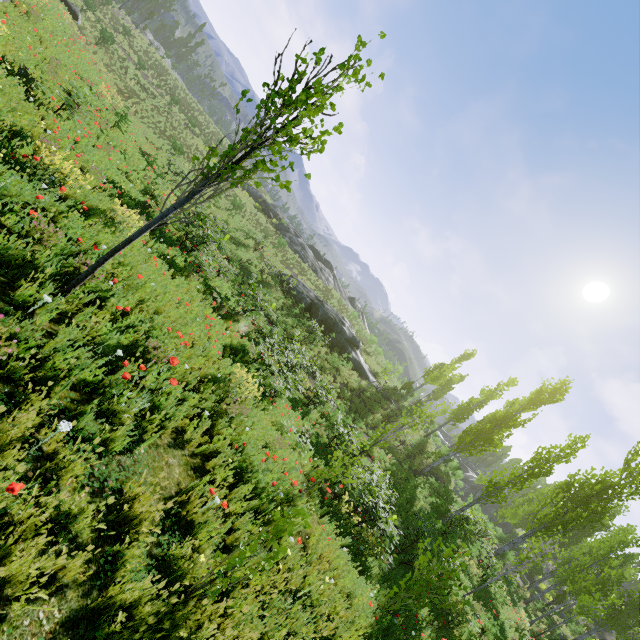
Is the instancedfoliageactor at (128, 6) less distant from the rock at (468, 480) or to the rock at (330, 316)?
the rock at (468, 480)

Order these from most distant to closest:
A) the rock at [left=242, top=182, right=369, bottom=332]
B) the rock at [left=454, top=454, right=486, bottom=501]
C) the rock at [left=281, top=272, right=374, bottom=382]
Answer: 1. the rock at [left=454, top=454, right=486, bottom=501]
2. the rock at [left=242, top=182, right=369, bottom=332]
3. the rock at [left=281, top=272, right=374, bottom=382]

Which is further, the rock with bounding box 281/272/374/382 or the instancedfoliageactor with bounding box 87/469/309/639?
the rock with bounding box 281/272/374/382

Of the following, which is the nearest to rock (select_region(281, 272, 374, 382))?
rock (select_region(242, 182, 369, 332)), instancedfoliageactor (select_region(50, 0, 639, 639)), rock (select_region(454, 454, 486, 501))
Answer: instancedfoliageactor (select_region(50, 0, 639, 639))

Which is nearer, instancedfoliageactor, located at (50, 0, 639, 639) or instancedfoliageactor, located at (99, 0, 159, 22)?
instancedfoliageactor, located at (50, 0, 639, 639)

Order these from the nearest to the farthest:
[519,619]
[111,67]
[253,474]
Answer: [253,474], [519,619], [111,67]

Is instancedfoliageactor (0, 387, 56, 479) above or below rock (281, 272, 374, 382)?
below

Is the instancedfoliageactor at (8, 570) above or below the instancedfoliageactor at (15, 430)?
above
